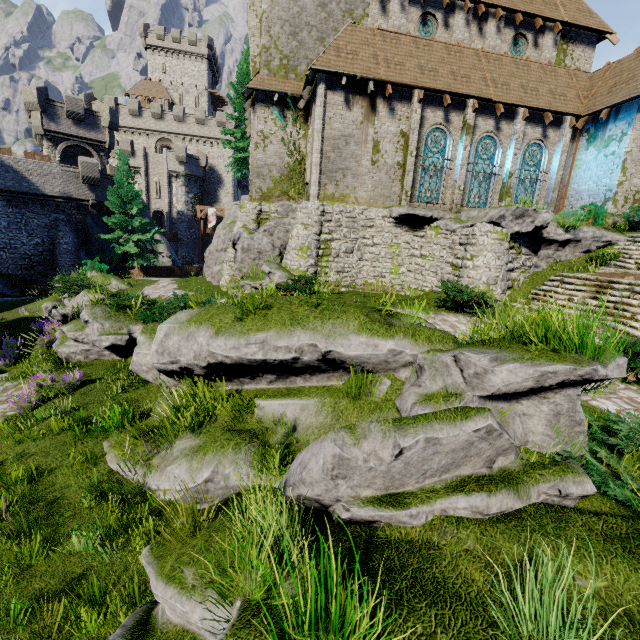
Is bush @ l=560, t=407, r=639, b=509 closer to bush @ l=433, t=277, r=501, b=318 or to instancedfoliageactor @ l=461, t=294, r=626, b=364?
instancedfoliageactor @ l=461, t=294, r=626, b=364

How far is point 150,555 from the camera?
4.1m

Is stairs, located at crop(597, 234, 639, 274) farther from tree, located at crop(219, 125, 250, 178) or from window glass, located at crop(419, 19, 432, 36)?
tree, located at crop(219, 125, 250, 178)

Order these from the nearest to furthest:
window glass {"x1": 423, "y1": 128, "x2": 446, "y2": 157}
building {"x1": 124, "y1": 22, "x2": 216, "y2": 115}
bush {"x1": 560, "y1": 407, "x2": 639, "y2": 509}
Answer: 1. bush {"x1": 560, "y1": 407, "x2": 639, "y2": 509}
2. window glass {"x1": 423, "y1": 128, "x2": 446, "y2": 157}
3. building {"x1": 124, "y1": 22, "x2": 216, "y2": 115}

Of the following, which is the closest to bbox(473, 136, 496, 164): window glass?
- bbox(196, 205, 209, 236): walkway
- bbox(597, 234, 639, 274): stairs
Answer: bbox(597, 234, 639, 274): stairs

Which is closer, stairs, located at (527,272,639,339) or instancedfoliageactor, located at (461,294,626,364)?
instancedfoliageactor, located at (461,294,626,364)

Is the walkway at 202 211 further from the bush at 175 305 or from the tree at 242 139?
the bush at 175 305

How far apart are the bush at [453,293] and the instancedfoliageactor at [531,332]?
6.3m
